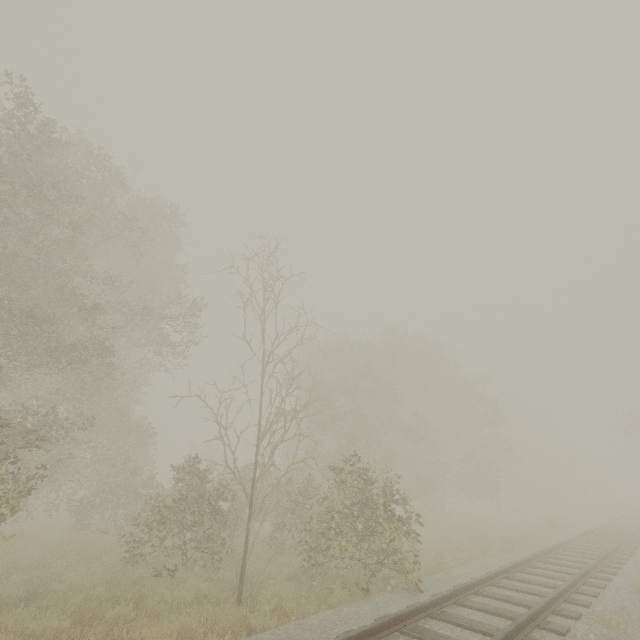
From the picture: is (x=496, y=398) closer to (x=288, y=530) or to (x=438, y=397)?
(x=438, y=397)
